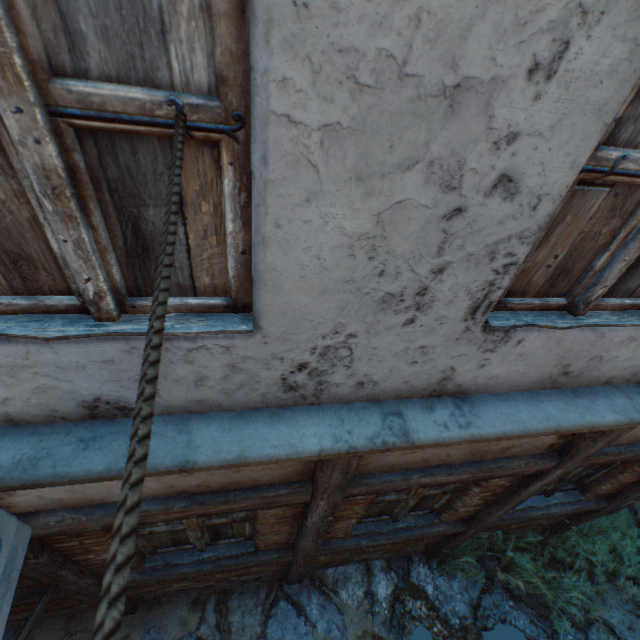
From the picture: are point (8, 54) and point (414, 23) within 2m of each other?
yes

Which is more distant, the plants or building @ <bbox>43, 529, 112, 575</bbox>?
the plants

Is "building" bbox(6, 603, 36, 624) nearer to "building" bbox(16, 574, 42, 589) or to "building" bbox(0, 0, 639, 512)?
"building" bbox(16, 574, 42, 589)

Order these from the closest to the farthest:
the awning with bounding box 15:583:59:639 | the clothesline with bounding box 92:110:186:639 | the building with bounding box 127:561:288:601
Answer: the clothesline with bounding box 92:110:186:639, the awning with bounding box 15:583:59:639, the building with bounding box 127:561:288:601

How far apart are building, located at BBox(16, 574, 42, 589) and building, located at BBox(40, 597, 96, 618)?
0.24m

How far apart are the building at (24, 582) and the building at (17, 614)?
0.2 meters

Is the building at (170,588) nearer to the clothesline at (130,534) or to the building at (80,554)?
the building at (80,554)

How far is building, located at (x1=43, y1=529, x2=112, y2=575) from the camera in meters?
2.2 m
